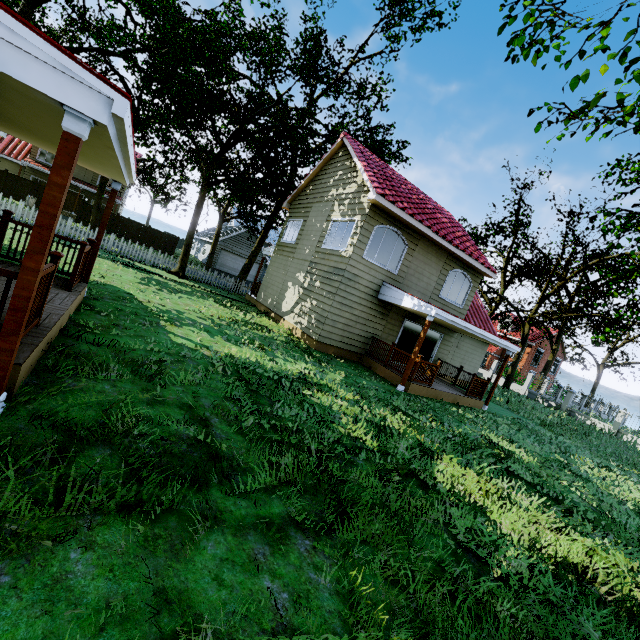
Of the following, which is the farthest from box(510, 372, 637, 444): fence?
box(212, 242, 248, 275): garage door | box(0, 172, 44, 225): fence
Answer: box(212, 242, 248, 275): garage door

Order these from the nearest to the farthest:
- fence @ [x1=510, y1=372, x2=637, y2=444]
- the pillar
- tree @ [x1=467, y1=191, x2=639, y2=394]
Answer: the pillar, tree @ [x1=467, y1=191, x2=639, y2=394], fence @ [x1=510, y1=372, x2=637, y2=444]

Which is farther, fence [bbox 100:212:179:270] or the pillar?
fence [bbox 100:212:179:270]

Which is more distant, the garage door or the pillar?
the garage door

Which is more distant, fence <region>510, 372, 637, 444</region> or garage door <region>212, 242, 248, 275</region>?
garage door <region>212, 242, 248, 275</region>

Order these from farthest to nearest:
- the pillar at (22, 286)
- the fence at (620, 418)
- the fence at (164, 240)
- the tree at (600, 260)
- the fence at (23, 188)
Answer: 1. the fence at (620, 418)
2. the fence at (164, 240)
3. the fence at (23, 188)
4. the tree at (600, 260)
5. the pillar at (22, 286)

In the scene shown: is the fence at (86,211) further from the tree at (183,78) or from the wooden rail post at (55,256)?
the wooden rail post at (55,256)

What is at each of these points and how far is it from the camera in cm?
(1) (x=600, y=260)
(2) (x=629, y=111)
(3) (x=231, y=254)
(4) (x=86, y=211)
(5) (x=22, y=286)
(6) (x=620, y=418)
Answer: (1) tree, 2339
(2) tree, 518
(3) garage door, 3731
(4) fence, 3005
(5) pillar, 288
(6) fence, 2298
